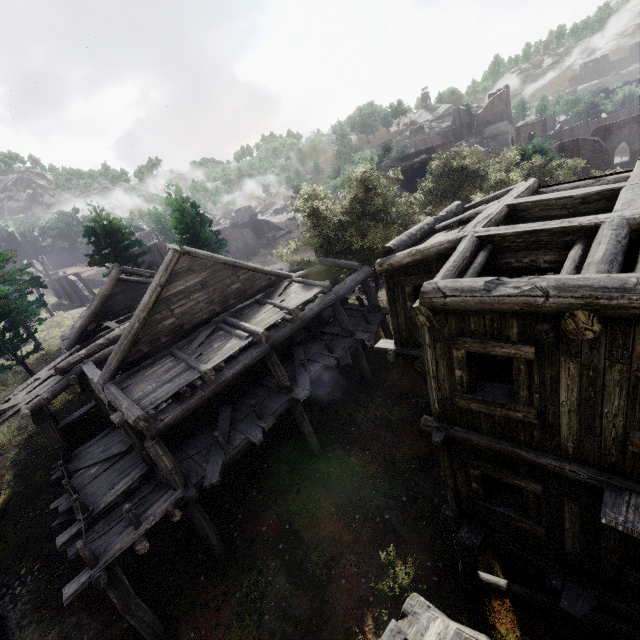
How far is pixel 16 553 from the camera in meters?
12.1 m

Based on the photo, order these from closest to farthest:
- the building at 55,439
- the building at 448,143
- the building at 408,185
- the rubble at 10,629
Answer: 1. the building at 55,439
2. the rubble at 10,629
3. the building at 448,143
4. the building at 408,185

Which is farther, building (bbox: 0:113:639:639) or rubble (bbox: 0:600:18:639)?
rubble (bbox: 0:600:18:639)

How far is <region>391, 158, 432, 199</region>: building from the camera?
33.3m

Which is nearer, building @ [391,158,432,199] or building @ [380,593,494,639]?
building @ [380,593,494,639]

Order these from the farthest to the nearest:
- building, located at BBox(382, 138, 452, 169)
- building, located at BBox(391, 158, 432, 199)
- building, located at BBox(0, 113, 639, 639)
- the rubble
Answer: building, located at BBox(391, 158, 432, 199)
building, located at BBox(382, 138, 452, 169)
the rubble
building, located at BBox(0, 113, 639, 639)

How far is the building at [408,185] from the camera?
33.3 meters
